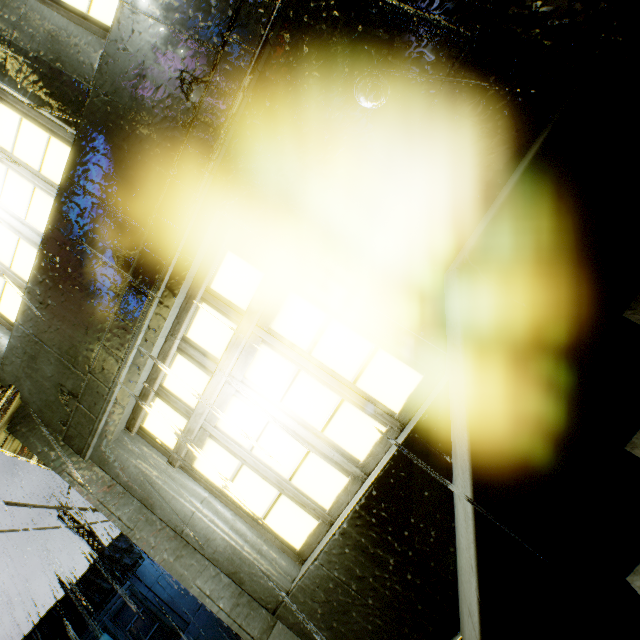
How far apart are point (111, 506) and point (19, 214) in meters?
3.0 m

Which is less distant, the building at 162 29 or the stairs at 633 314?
the stairs at 633 314

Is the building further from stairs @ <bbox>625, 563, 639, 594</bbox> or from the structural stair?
stairs @ <bbox>625, 563, 639, 594</bbox>

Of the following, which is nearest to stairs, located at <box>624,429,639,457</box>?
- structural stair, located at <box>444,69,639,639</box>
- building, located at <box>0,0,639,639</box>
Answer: structural stair, located at <box>444,69,639,639</box>

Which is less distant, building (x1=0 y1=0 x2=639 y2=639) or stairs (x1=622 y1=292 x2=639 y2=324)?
stairs (x1=622 y1=292 x2=639 y2=324)

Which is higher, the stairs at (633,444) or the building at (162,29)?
the building at (162,29)
